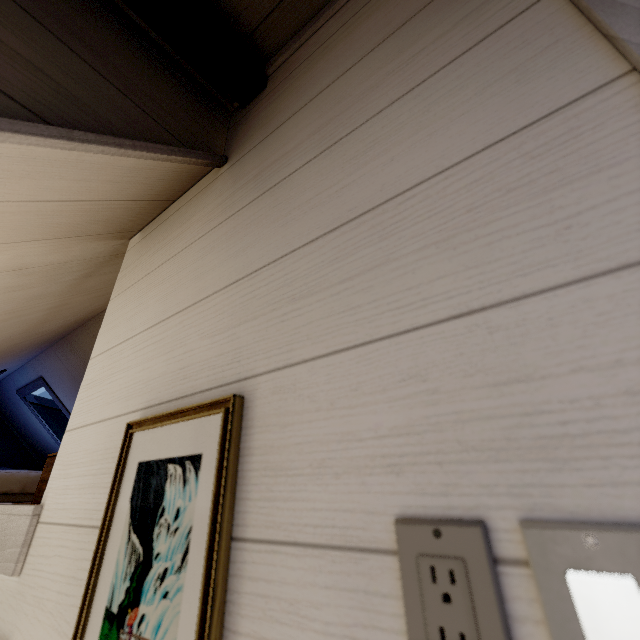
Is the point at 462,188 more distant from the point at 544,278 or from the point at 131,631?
the point at 131,631
